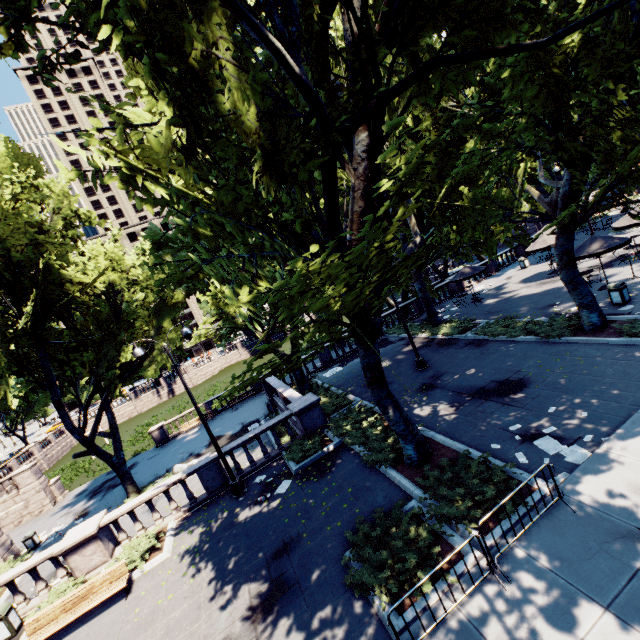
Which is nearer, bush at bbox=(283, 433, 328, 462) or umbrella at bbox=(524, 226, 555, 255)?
bush at bbox=(283, 433, 328, 462)

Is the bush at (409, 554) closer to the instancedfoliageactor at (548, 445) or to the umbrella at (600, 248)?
the instancedfoliageactor at (548, 445)

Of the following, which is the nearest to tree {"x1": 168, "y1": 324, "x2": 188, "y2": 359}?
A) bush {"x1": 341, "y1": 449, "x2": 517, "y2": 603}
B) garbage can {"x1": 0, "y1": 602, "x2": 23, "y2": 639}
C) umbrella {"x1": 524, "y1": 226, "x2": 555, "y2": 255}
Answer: bush {"x1": 341, "y1": 449, "x2": 517, "y2": 603}

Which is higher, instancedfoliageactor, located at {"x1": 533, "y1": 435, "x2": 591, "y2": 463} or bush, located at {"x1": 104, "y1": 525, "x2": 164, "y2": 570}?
bush, located at {"x1": 104, "y1": 525, "x2": 164, "y2": 570}

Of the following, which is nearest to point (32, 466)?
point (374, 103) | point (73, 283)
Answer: point (73, 283)

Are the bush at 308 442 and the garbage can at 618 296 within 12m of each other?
no

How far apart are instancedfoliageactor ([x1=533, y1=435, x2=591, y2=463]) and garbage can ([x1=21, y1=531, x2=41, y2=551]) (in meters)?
28.94

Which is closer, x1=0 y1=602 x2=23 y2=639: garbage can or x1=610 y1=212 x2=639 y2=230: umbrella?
x1=0 y1=602 x2=23 y2=639: garbage can
